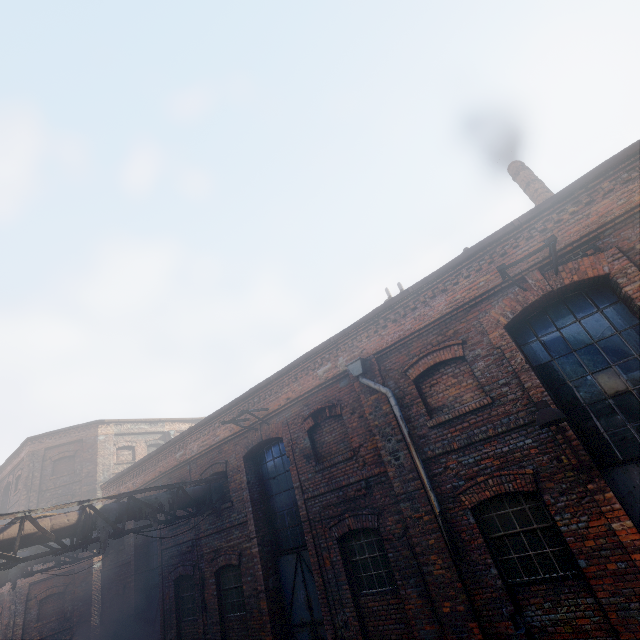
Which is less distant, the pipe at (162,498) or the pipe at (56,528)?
the pipe at (56,528)

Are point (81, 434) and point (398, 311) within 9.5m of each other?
no

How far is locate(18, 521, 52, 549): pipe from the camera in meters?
7.0

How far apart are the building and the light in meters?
5.9 m

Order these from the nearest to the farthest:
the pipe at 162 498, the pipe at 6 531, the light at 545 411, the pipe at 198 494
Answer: the light at 545 411
the pipe at 6 531
the pipe at 162 498
the pipe at 198 494

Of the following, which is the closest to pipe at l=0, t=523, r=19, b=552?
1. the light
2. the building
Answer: the light
